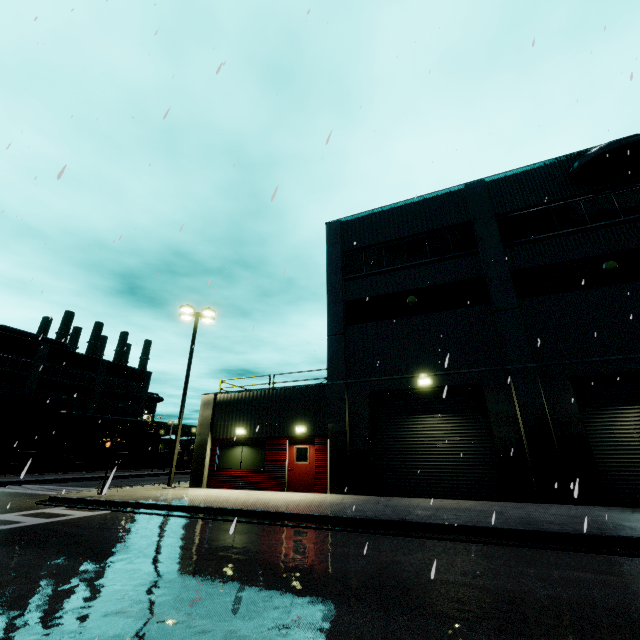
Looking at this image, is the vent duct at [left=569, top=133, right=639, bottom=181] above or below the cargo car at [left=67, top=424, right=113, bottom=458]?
above

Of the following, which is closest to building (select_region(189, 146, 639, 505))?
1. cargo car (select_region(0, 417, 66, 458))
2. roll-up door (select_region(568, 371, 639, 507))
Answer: roll-up door (select_region(568, 371, 639, 507))

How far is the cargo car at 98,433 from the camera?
39.4m

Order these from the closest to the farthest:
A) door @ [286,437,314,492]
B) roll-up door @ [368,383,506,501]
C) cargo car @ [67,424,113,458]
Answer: roll-up door @ [368,383,506,501]
door @ [286,437,314,492]
cargo car @ [67,424,113,458]

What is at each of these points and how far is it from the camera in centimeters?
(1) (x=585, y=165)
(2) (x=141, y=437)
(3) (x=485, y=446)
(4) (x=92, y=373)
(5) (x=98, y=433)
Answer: (1) vent duct, 1437cm
(2) cargo car, 4622cm
(3) roll-up door, 1297cm
(4) building, 4628cm
(5) cargo car, 4088cm

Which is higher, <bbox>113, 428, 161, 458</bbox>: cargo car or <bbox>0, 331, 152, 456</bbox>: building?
<bbox>0, 331, 152, 456</bbox>: building

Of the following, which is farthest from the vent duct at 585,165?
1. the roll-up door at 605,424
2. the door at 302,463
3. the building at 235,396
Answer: the door at 302,463

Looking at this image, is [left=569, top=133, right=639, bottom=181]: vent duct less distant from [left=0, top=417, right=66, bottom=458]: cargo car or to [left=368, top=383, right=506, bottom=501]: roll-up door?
[left=368, top=383, right=506, bottom=501]: roll-up door
